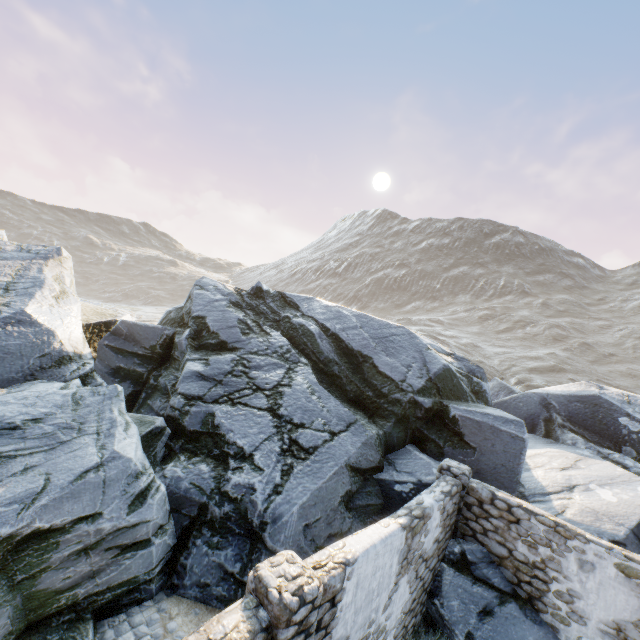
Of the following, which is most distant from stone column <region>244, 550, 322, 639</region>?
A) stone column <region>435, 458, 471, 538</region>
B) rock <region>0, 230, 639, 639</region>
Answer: stone column <region>435, 458, 471, 538</region>

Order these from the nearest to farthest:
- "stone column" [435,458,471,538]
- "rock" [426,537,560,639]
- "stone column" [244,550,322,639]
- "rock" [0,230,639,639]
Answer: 1. "stone column" [244,550,322,639]
2. "rock" [0,230,639,639]
3. "rock" [426,537,560,639]
4. "stone column" [435,458,471,538]

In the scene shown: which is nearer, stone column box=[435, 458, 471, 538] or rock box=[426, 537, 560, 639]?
rock box=[426, 537, 560, 639]

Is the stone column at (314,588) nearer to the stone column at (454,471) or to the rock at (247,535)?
the rock at (247,535)

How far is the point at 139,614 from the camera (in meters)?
6.25

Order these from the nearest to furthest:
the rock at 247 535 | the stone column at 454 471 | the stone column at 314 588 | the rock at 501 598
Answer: the stone column at 314 588, the rock at 247 535, the rock at 501 598, the stone column at 454 471
